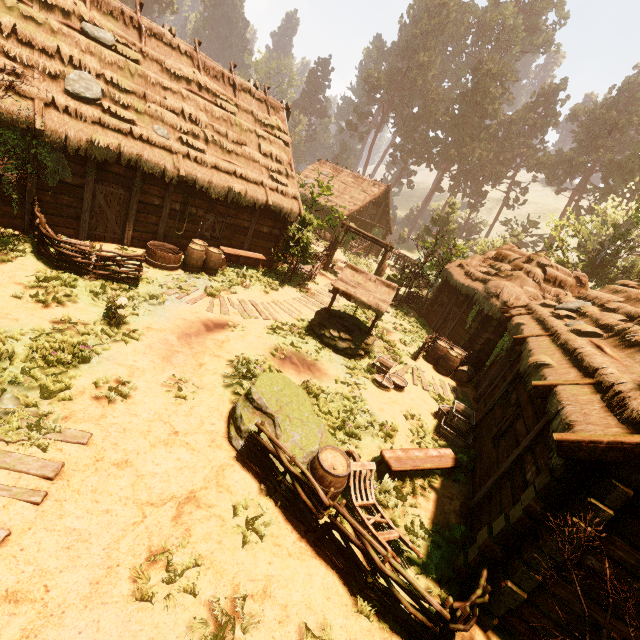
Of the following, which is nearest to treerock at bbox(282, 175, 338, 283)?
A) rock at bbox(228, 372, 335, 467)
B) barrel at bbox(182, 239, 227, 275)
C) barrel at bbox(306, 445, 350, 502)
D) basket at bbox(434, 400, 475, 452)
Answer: barrel at bbox(182, 239, 227, 275)

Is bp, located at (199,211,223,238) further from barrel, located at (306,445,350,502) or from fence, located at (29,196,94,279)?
barrel, located at (306,445,350,502)

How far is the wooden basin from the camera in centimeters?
1181cm

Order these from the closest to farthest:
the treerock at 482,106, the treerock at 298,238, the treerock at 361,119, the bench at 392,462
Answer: the bench at 392,462, the treerock at 298,238, the treerock at 482,106, the treerock at 361,119

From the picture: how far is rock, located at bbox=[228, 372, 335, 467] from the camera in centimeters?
632cm

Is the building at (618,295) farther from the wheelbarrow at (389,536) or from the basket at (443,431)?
the wheelbarrow at (389,536)

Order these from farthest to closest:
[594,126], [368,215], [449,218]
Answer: [594,126] → [449,218] → [368,215]

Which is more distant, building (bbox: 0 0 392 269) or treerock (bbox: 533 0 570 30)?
treerock (bbox: 533 0 570 30)
